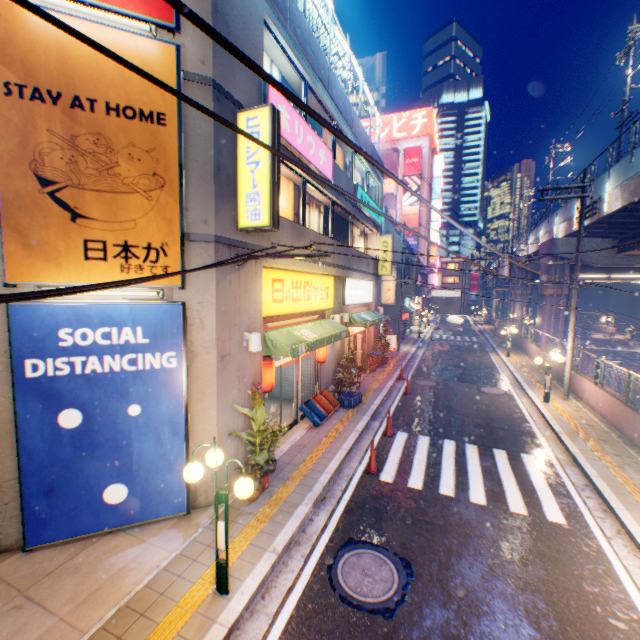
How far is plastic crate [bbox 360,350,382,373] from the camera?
18.5m

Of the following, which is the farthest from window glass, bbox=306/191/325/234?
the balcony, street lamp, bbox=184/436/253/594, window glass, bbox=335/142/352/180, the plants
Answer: the balcony

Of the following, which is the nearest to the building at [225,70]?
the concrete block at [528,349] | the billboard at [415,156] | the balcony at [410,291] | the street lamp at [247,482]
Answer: the street lamp at [247,482]

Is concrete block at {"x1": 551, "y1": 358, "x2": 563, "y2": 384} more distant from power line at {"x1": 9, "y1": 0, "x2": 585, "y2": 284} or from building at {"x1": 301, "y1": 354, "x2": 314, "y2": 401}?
building at {"x1": 301, "y1": 354, "x2": 314, "y2": 401}

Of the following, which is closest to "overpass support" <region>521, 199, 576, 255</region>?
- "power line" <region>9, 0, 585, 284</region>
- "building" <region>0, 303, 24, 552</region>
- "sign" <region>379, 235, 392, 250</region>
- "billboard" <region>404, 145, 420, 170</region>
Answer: "power line" <region>9, 0, 585, 284</region>

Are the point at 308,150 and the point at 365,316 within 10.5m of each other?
yes

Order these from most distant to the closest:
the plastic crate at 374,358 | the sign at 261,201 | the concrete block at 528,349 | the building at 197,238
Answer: the concrete block at 528,349 < the plastic crate at 374,358 < the sign at 261,201 < the building at 197,238

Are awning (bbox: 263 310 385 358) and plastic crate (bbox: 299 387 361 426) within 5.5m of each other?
yes
